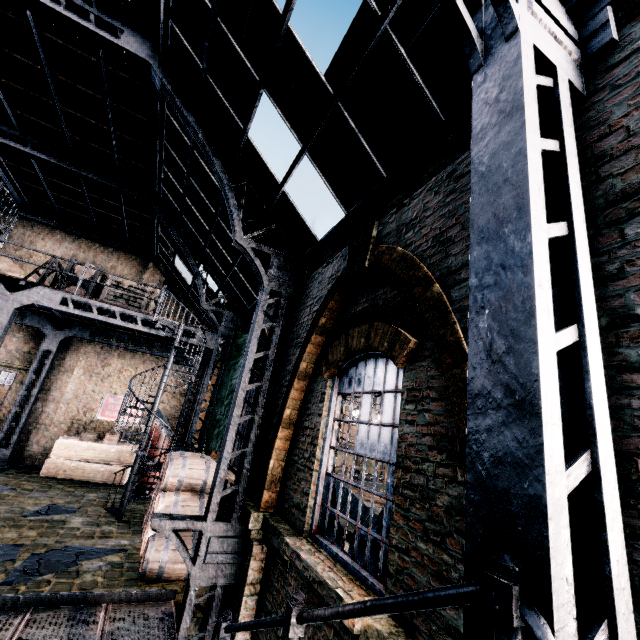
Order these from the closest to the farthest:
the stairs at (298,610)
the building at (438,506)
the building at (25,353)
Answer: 1. the stairs at (298,610)
2. the building at (438,506)
3. the building at (25,353)

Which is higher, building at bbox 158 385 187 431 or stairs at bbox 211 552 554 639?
building at bbox 158 385 187 431

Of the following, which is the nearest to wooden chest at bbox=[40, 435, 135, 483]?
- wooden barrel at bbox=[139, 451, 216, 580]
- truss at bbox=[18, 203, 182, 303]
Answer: wooden barrel at bbox=[139, 451, 216, 580]

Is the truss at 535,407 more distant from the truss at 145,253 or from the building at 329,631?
the truss at 145,253

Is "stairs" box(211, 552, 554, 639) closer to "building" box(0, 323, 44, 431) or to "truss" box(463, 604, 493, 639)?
"truss" box(463, 604, 493, 639)

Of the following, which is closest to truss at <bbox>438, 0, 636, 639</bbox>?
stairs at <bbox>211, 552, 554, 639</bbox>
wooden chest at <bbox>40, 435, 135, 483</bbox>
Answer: stairs at <bbox>211, 552, 554, 639</bbox>

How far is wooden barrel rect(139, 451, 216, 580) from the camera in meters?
7.0 m

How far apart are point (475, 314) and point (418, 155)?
3.5m
